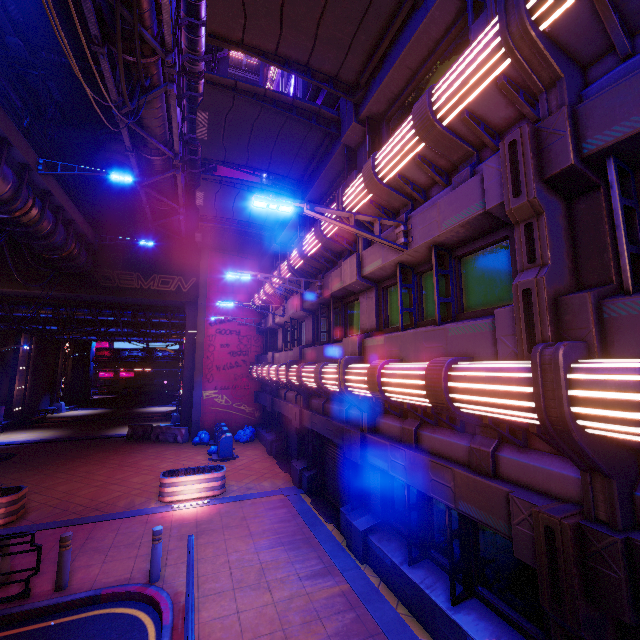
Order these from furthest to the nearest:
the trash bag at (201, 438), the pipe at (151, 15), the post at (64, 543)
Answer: the trash bag at (201, 438) < the pipe at (151, 15) < the post at (64, 543)

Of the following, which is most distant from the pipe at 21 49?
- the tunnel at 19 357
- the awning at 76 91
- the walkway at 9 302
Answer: the tunnel at 19 357

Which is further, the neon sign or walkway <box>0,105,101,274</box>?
the neon sign

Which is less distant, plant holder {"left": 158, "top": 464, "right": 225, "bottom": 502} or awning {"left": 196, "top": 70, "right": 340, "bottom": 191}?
awning {"left": 196, "top": 70, "right": 340, "bottom": 191}

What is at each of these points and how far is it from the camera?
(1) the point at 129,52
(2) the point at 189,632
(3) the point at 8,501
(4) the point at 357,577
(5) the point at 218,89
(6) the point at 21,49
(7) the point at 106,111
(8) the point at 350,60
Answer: (1) pipe, 9.67m
(2) railing, 4.11m
(3) plant holder, 9.55m
(4) beam, 7.11m
(5) awning, 9.13m
(6) pipe, 17.03m
(7) awning, 18.25m
(8) awning, 8.37m

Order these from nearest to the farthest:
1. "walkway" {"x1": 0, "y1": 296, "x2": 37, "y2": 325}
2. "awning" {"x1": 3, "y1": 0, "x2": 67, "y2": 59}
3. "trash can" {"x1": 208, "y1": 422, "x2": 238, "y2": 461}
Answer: "awning" {"x1": 3, "y1": 0, "x2": 67, "y2": 59} < "trash can" {"x1": 208, "y1": 422, "x2": 238, "y2": 461} < "walkway" {"x1": 0, "y1": 296, "x2": 37, "y2": 325}

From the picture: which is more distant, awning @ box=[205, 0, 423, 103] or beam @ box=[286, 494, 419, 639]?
awning @ box=[205, 0, 423, 103]

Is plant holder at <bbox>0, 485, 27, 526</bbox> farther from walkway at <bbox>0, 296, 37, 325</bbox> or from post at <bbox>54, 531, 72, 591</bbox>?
walkway at <bbox>0, 296, 37, 325</bbox>
